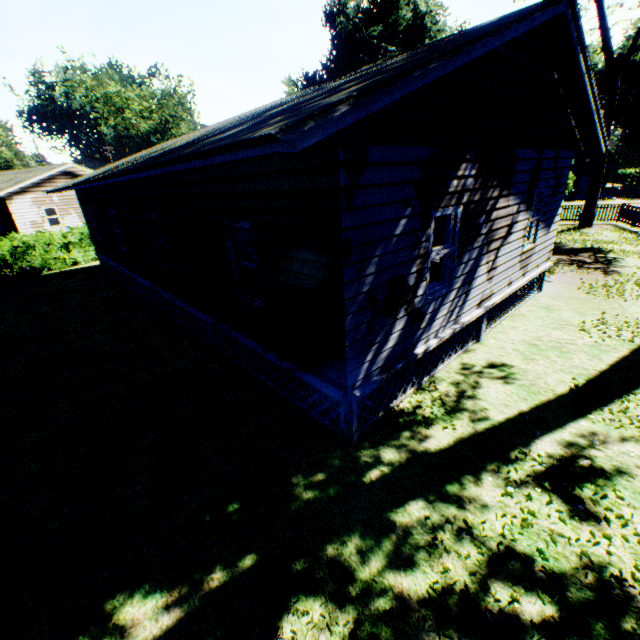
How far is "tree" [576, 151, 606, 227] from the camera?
20.45m

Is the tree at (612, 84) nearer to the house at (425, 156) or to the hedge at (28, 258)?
the hedge at (28, 258)

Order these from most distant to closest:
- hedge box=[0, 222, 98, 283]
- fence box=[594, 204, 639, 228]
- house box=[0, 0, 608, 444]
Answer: fence box=[594, 204, 639, 228] → hedge box=[0, 222, 98, 283] → house box=[0, 0, 608, 444]

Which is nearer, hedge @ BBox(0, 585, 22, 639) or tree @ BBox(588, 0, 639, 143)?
hedge @ BBox(0, 585, 22, 639)

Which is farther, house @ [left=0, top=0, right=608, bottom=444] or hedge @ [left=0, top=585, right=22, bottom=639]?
house @ [left=0, top=0, right=608, bottom=444]

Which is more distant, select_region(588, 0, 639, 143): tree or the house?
select_region(588, 0, 639, 143): tree

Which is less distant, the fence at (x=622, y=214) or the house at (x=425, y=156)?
the house at (x=425, y=156)

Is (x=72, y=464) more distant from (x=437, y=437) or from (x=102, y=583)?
(x=437, y=437)
